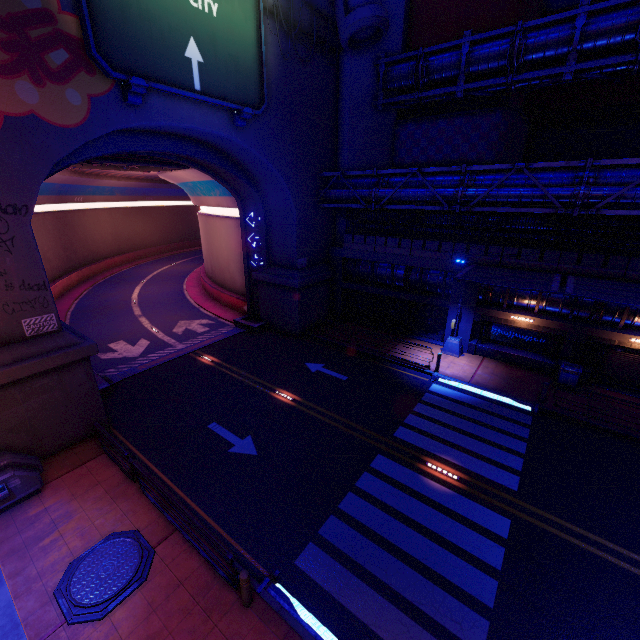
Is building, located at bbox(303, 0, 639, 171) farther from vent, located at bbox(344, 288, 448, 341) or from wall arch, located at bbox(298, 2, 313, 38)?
vent, located at bbox(344, 288, 448, 341)

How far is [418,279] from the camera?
20.9 meters

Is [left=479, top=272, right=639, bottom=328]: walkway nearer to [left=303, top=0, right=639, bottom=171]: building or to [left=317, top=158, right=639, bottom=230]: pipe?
[left=317, top=158, right=639, bottom=230]: pipe

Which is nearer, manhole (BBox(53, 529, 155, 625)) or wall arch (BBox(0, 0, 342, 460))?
manhole (BBox(53, 529, 155, 625))

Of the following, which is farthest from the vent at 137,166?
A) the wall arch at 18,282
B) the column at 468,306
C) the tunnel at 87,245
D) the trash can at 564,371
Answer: the trash can at 564,371

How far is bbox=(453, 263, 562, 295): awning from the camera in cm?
1351

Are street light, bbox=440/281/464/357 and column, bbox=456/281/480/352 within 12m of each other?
yes

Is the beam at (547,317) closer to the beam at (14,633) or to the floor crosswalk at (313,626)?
the floor crosswalk at (313,626)
